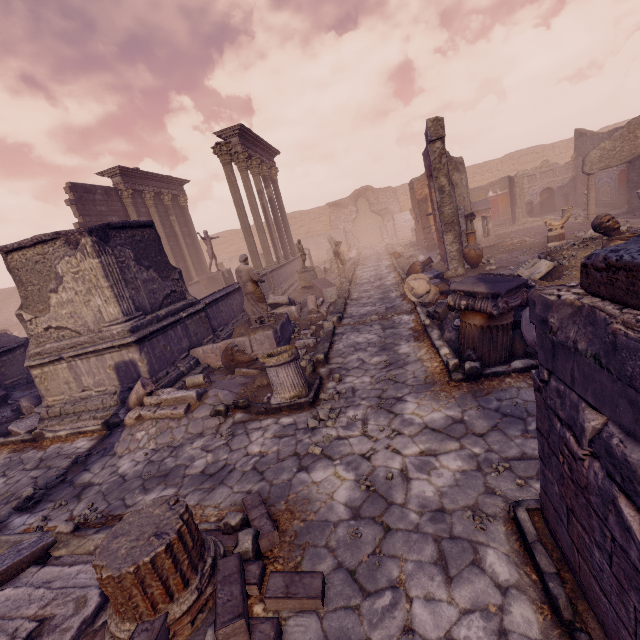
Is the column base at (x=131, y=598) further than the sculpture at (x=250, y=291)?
No

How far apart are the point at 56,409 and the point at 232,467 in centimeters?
538cm

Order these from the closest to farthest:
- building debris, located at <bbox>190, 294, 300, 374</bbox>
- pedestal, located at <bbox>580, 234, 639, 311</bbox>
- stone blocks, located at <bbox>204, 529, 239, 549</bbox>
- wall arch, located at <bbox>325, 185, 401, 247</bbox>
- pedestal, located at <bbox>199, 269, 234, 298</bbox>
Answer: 1. pedestal, located at <bbox>580, 234, 639, 311</bbox>
2. stone blocks, located at <bbox>204, 529, 239, 549</bbox>
3. building debris, located at <bbox>190, 294, 300, 374</bbox>
4. pedestal, located at <bbox>199, 269, 234, 298</bbox>
5. wall arch, located at <bbox>325, 185, 401, 247</bbox>

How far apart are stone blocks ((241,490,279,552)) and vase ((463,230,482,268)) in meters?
10.7

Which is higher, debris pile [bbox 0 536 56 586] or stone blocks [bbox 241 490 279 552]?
debris pile [bbox 0 536 56 586]

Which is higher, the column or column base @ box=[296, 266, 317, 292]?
the column

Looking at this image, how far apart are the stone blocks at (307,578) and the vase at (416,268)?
11.7 meters

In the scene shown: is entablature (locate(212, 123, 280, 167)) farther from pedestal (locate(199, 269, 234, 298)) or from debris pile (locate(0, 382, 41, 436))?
debris pile (locate(0, 382, 41, 436))
